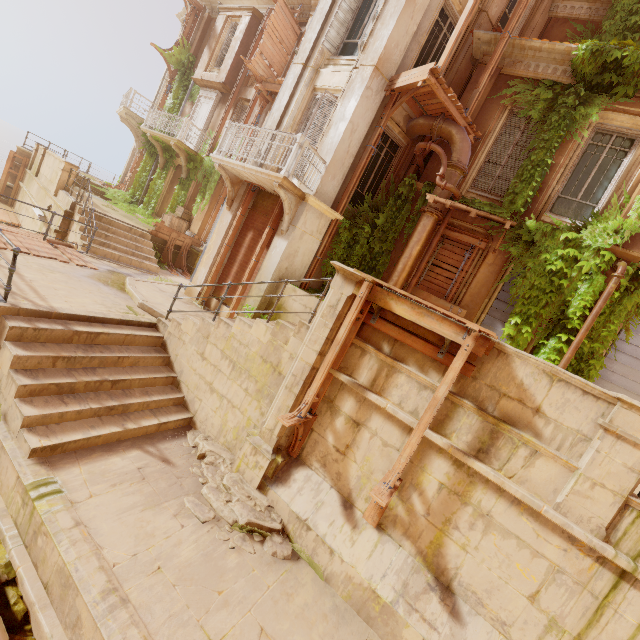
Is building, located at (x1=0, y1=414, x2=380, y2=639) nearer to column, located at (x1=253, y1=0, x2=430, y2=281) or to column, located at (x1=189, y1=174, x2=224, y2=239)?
column, located at (x1=253, y1=0, x2=430, y2=281)

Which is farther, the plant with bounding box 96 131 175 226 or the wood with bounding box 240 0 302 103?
the plant with bounding box 96 131 175 226

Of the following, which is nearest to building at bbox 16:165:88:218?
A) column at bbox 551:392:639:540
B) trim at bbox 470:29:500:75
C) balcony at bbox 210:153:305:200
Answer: column at bbox 551:392:639:540

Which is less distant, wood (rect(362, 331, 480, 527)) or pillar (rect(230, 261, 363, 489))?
wood (rect(362, 331, 480, 527))

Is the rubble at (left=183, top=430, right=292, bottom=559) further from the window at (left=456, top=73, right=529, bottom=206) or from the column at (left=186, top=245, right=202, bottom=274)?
the column at (left=186, top=245, right=202, bottom=274)

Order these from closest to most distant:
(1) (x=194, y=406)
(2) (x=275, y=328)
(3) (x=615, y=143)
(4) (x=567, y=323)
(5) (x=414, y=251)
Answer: (2) (x=275, y=328), (1) (x=194, y=406), (4) (x=567, y=323), (3) (x=615, y=143), (5) (x=414, y=251)

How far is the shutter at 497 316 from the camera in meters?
9.3

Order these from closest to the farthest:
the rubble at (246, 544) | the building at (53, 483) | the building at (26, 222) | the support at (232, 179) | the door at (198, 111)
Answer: the building at (53, 483) < the rubble at (246, 544) < the support at (232, 179) < the building at (26, 222) < the door at (198, 111)
